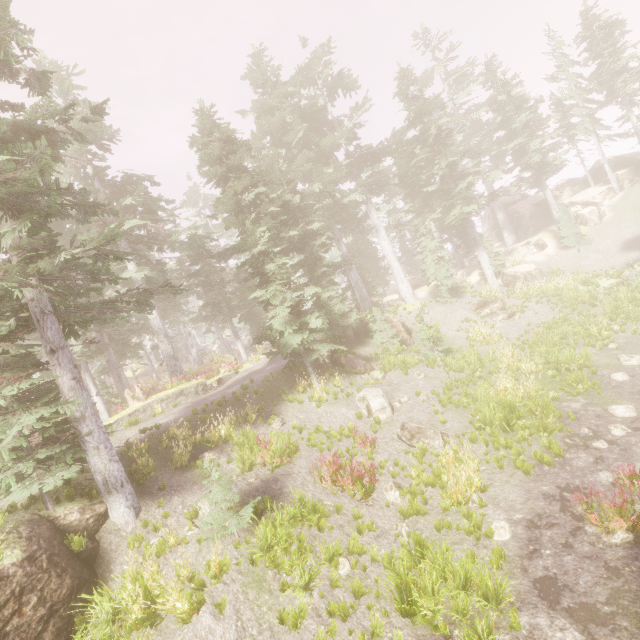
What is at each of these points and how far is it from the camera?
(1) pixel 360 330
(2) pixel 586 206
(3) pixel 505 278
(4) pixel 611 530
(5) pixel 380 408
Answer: (1) rock, 21.9m
(2) rock, 32.6m
(3) rock, 28.0m
(4) instancedfoliageactor, 7.0m
(5) rock, 14.4m

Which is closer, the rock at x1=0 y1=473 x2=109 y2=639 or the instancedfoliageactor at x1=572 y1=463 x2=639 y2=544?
the rock at x1=0 y1=473 x2=109 y2=639

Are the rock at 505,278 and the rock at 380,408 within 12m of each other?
no

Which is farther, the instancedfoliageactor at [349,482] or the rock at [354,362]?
the rock at [354,362]

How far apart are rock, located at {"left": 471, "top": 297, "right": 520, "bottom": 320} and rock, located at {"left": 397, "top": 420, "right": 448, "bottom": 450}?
13.3 meters

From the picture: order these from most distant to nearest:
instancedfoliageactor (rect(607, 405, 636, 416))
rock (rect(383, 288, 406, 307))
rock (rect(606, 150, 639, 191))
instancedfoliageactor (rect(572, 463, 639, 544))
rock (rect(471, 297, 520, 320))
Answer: rock (rect(606, 150, 639, 191)) → rock (rect(383, 288, 406, 307)) → rock (rect(471, 297, 520, 320)) → instancedfoliageactor (rect(607, 405, 636, 416)) → instancedfoliageactor (rect(572, 463, 639, 544))

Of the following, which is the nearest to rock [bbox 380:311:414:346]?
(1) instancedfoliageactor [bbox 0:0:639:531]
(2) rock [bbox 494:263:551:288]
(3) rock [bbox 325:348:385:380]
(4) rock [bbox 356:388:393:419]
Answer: (1) instancedfoliageactor [bbox 0:0:639:531]
